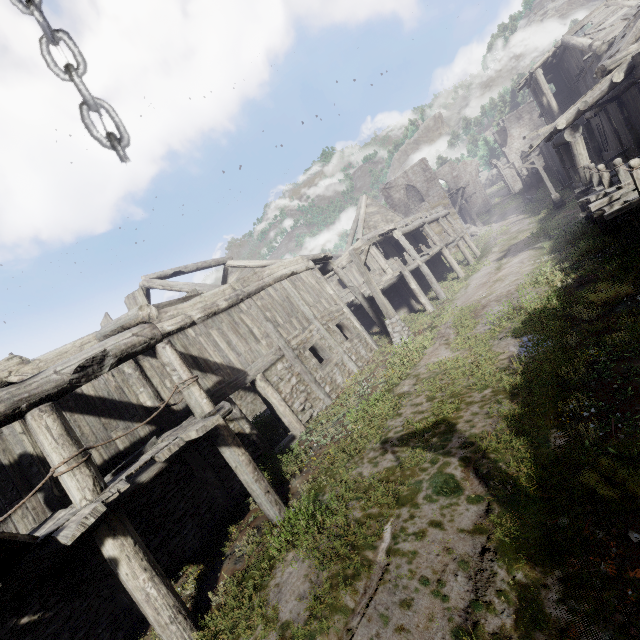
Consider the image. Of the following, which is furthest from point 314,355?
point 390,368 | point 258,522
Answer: point 258,522

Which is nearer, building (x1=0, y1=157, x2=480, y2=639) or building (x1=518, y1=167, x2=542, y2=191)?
building (x1=0, y1=157, x2=480, y2=639)

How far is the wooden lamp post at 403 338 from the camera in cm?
1380

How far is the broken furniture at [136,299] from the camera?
9.3m

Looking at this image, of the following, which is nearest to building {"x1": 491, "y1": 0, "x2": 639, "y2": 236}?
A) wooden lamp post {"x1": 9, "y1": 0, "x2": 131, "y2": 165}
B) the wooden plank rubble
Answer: the wooden plank rubble

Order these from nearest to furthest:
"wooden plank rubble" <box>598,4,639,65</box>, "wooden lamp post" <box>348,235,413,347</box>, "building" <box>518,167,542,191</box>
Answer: "wooden lamp post" <box>348,235,413,347</box> → "wooden plank rubble" <box>598,4,639,65</box> → "building" <box>518,167,542,191</box>

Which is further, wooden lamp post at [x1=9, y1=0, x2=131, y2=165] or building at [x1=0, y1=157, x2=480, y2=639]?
building at [x1=0, y1=157, x2=480, y2=639]
